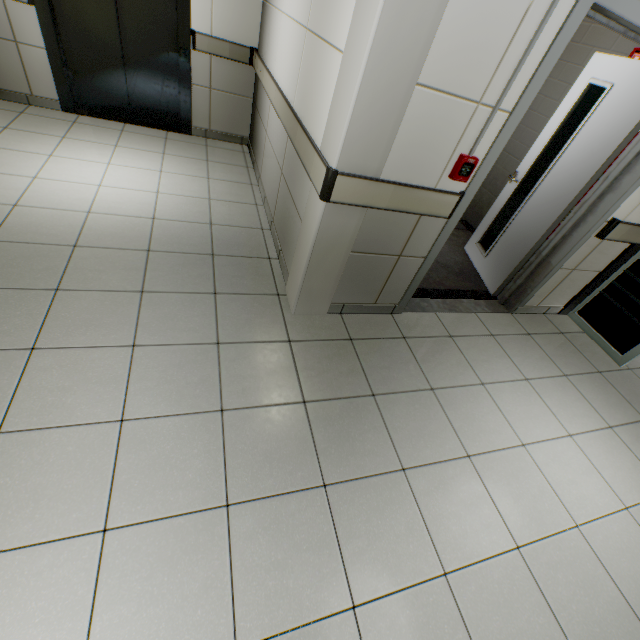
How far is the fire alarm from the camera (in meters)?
1.91

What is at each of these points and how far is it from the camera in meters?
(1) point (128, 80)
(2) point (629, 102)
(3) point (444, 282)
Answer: (1) elevator door, 4.0 m
(2) door, 2.5 m
(3) stairs, 3.5 m

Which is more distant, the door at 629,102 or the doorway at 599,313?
the doorway at 599,313

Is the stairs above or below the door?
below

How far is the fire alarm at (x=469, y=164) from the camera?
1.9 meters

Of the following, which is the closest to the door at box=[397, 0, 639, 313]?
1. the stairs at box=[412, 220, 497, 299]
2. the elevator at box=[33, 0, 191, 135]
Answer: the stairs at box=[412, 220, 497, 299]

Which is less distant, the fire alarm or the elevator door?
the fire alarm

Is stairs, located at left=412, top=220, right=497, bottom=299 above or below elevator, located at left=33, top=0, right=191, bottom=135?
below
